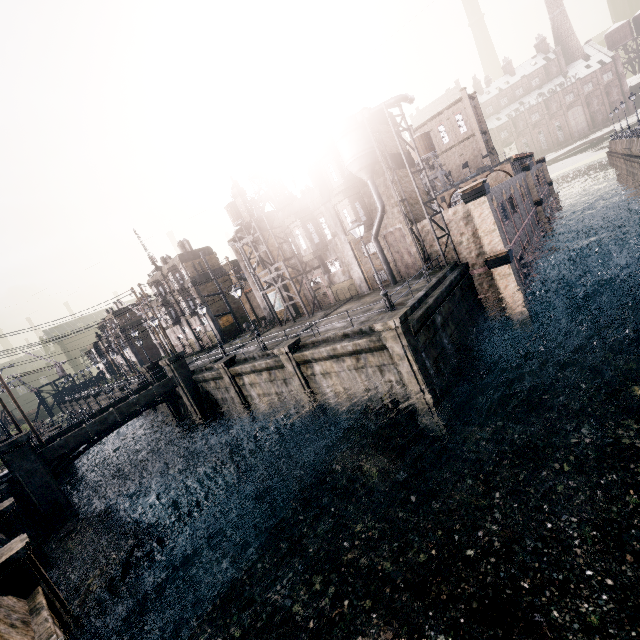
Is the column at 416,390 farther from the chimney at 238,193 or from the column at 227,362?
the chimney at 238,193

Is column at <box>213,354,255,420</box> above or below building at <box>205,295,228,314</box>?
below

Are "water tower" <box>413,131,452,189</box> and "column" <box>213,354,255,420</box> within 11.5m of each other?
no

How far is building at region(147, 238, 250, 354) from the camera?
46.5m

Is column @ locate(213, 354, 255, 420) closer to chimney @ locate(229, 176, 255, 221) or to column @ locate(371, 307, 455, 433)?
chimney @ locate(229, 176, 255, 221)

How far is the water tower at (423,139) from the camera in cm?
5081

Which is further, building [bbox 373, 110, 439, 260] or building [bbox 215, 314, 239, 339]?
building [bbox 215, 314, 239, 339]

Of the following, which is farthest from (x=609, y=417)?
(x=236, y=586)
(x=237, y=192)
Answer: (x=237, y=192)
